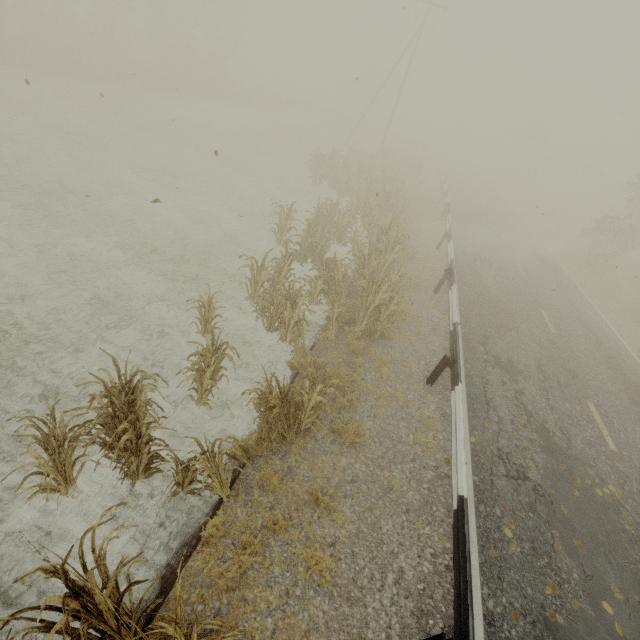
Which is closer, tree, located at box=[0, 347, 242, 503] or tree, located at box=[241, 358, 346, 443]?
tree, located at box=[0, 347, 242, 503]

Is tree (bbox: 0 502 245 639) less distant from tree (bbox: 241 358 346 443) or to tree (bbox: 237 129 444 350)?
tree (bbox: 241 358 346 443)

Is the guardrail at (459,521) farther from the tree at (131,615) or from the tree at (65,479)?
the tree at (65,479)

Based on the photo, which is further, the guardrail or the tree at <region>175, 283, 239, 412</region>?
the tree at <region>175, 283, 239, 412</region>

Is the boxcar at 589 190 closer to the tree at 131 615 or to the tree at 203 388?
the tree at 203 388

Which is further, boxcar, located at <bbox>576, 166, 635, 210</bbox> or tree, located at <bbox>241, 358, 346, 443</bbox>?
boxcar, located at <bbox>576, 166, 635, 210</bbox>

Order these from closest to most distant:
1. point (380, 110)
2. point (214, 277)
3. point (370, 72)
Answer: point (214, 277) < point (380, 110) < point (370, 72)

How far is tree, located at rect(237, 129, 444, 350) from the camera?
7.82m
